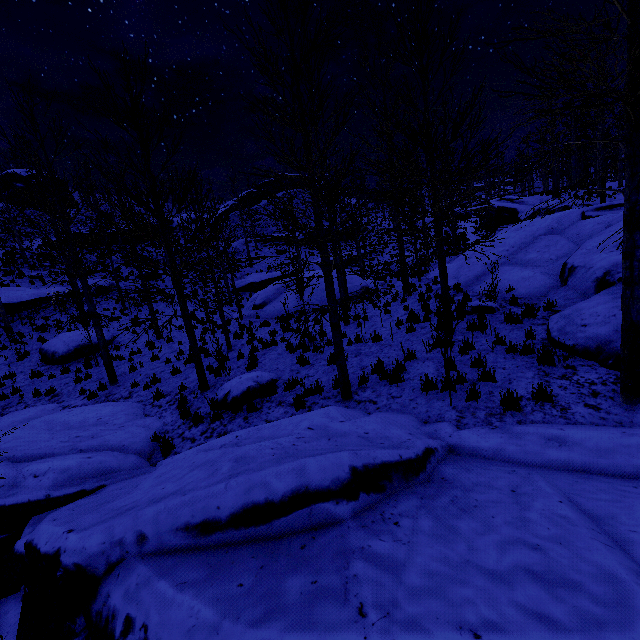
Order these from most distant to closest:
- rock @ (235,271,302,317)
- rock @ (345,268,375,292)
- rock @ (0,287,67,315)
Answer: rock @ (0,287,67,315)
rock @ (345,268,375,292)
rock @ (235,271,302,317)

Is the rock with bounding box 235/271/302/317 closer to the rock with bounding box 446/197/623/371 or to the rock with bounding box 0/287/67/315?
the rock with bounding box 446/197/623/371

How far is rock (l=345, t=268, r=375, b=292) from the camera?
20.1 meters

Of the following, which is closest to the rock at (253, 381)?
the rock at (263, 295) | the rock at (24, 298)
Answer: the rock at (263, 295)

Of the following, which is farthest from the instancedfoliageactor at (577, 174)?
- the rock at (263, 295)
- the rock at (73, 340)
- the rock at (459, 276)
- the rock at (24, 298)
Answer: the rock at (73, 340)

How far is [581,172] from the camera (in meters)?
34.22
